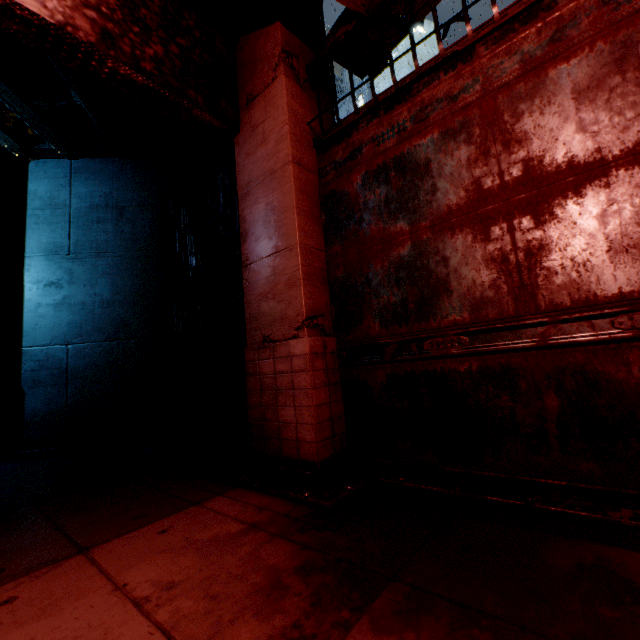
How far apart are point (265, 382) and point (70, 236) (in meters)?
6.14
